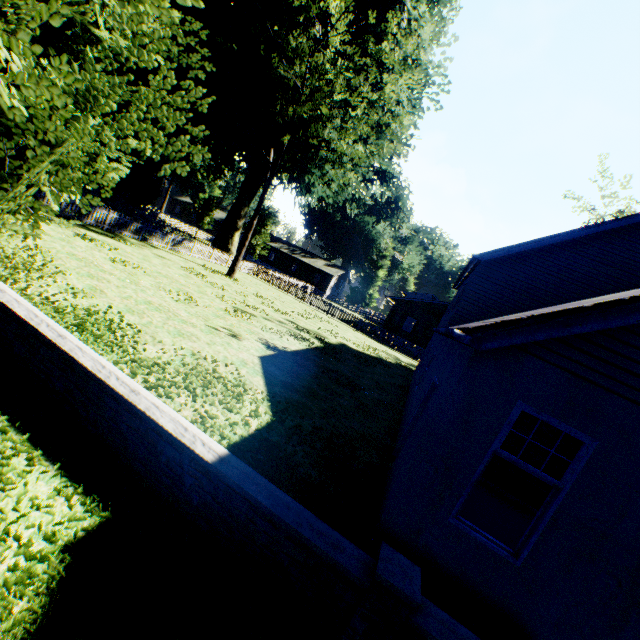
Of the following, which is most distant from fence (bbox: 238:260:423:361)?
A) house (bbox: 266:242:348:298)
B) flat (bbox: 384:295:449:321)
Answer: flat (bbox: 384:295:449:321)

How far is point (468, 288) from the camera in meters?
13.9

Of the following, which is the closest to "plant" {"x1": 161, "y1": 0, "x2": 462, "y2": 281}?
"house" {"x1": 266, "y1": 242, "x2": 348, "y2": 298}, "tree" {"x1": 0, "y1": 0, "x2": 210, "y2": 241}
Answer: "house" {"x1": 266, "y1": 242, "x2": 348, "y2": 298}

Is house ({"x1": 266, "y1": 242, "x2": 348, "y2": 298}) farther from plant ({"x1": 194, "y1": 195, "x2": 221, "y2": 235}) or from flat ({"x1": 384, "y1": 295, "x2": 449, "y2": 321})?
flat ({"x1": 384, "y1": 295, "x2": 449, "y2": 321})

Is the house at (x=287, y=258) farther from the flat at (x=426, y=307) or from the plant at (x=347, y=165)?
the flat at (x=426, y=307)

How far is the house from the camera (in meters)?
56.38

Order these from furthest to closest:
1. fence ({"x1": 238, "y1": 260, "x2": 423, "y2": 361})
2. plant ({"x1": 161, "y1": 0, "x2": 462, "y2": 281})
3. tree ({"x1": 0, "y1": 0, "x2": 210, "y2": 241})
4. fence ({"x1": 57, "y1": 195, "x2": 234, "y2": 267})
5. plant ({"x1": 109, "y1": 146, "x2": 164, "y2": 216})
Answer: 1. fence ({"x1": 238, "y1": 260, "x2": 423, "y2": 361})
2. plant ({"x1": 109, "y1": 146, "x2": 164, "y2": 216})
3. plant ({"x1": 161, "y1": 0, "x2": 462, "y2": 281})
4. fence ({"x1": 57, "y1": 195, "x2": 234, "y2": 267})
5. tree ({"x1": 0, "y1": 0, "x2": 210, "y2": 241})

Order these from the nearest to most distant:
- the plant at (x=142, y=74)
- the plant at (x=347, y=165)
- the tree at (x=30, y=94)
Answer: the tree at (x=30, y=94) → the plant at (x=347, y=165) → the plant at (x=142, y=74)
